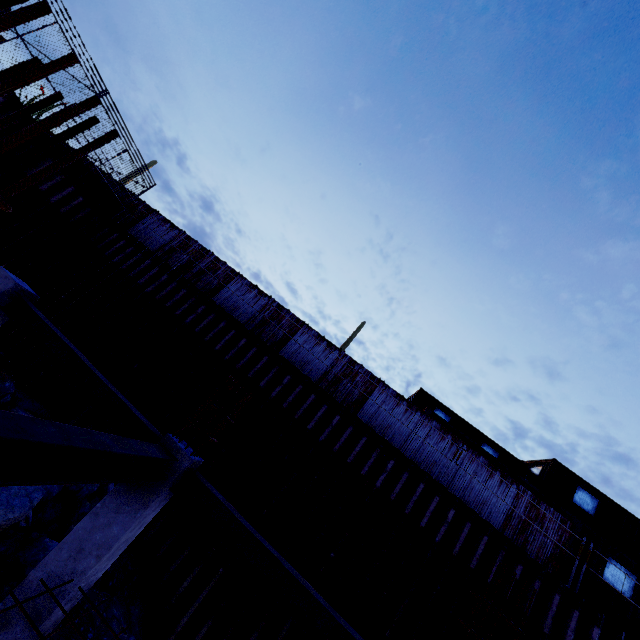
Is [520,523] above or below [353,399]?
above

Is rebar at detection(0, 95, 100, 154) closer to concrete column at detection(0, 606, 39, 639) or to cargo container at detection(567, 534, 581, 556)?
concrete column at detection(0, 606, 39, 639)

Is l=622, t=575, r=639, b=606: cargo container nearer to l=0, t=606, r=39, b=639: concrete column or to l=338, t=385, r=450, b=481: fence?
l=338, t=385, r=450, b=481: fence

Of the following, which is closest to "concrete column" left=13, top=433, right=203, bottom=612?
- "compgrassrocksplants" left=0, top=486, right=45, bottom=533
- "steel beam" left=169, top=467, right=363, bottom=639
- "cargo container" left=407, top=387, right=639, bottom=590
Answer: "steel beam" left=169, top=467, right=363, bottom=639

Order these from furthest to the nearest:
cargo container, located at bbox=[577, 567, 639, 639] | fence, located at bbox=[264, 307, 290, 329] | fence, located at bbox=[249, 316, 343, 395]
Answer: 1. fence, located at bbox=[264, 307, 290, 329]
2. fence, located at bbox=[249, 316, 343, 395]
3. cargo container, located at bbox=[577, 567, 639, 639]

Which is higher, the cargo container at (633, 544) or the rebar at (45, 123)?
the cargo container at (633, 544)

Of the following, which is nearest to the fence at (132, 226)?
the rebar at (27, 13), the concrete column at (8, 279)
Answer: the concrete column at (8, 279)
